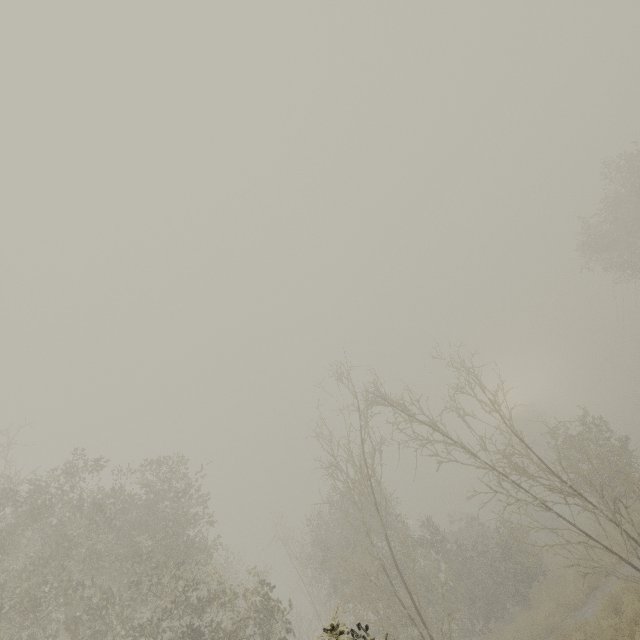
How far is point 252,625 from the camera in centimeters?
2252cm
